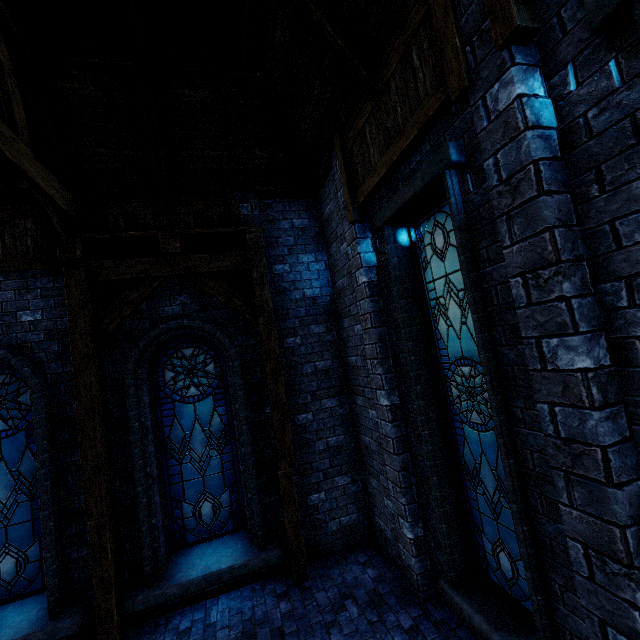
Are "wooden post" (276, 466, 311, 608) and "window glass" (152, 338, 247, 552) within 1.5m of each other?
yes

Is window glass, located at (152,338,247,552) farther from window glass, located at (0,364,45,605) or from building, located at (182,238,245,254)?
window glass, located at (0,364,45,605)

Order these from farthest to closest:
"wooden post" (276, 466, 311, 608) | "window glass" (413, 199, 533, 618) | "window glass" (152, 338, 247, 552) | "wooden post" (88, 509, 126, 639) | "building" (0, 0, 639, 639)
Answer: "window glass" (152, 338, 247, 552), "wooden post" (276, 466, 311, 608), "wooden post" (88, 509, 126, 639), "window glass" (413, 199, 533, 618), "building" (0, 0, 639, 639)

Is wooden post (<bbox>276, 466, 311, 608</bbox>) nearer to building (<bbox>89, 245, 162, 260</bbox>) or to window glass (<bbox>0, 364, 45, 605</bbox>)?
building (<bbox>89, 245, 162, 260</bbox>)

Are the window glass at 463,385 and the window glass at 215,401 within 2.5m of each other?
no

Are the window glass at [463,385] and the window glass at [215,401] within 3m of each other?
no

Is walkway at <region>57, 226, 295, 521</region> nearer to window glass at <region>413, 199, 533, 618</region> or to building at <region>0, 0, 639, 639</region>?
building at <region>0, 0, 639, 639</region>

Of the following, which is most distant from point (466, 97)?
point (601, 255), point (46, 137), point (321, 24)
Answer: point (46, 137)
